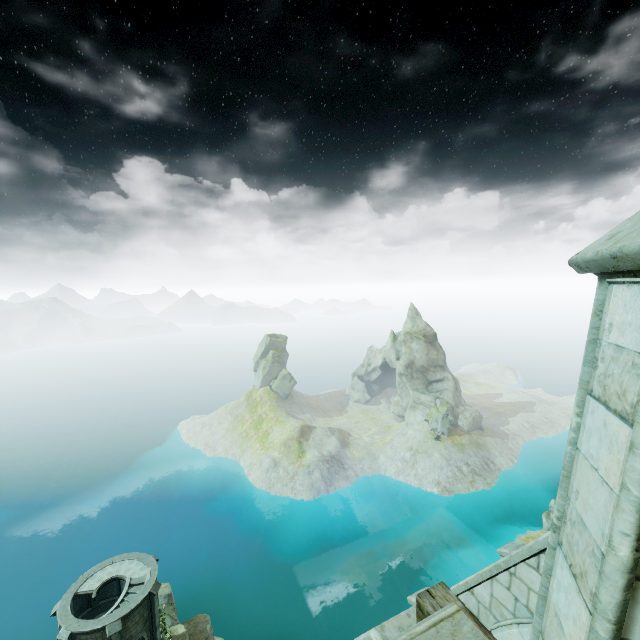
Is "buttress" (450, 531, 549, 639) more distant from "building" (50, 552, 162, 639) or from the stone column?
"building" (50, 552, 162, 639)

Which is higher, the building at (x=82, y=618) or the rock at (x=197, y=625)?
the building at (x=82, y=618)

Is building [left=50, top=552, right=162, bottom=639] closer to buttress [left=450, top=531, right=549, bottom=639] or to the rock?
the rock

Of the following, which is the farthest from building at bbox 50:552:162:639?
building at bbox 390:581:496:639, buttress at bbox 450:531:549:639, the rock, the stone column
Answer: the stone column

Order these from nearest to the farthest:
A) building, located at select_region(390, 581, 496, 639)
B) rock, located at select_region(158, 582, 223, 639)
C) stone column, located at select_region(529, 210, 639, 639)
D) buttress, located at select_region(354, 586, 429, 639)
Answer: stone column, located at select_region(529, 210, 639, 639) → building, located at select_region(390, 581, 496, 639) → buttress, located at select_region(354, 586, 429, 639) → rock, located at select_region(158, 582, 223, 639)

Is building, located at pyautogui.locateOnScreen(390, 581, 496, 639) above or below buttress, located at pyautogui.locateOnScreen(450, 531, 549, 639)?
above

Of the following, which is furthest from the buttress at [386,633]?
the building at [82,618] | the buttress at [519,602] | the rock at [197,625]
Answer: the rock at [197,625]

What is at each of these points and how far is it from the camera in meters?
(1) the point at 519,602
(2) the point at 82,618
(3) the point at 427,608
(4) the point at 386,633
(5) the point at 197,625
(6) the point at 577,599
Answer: (1) buttress, 6.8 m
(2) building, 26.4 m
(3) building, 3.3 m
(4) buttress, 3.8 m
(5) rock, 36.6 m
(6) stone column, 1.9 m
